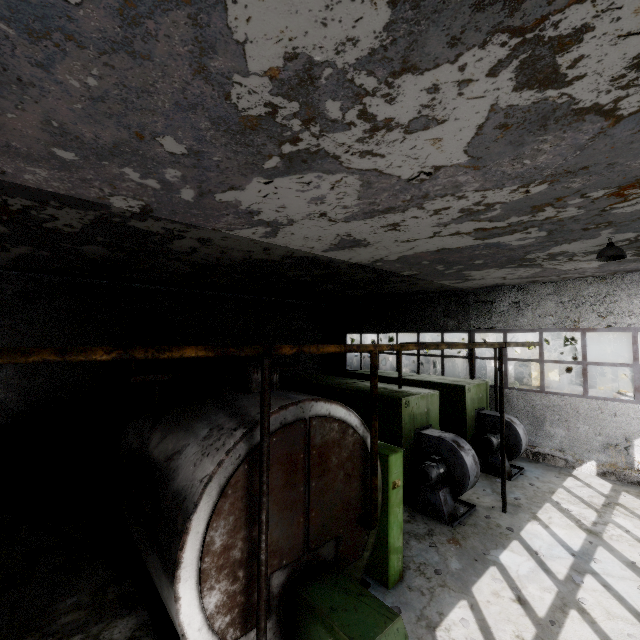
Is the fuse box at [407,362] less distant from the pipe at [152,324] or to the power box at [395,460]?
the pipe at [152,324]

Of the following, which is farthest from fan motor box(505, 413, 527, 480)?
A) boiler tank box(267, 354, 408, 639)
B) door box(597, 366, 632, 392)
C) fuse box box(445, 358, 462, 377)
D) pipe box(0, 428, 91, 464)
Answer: door box(597, 366, 632, 392)

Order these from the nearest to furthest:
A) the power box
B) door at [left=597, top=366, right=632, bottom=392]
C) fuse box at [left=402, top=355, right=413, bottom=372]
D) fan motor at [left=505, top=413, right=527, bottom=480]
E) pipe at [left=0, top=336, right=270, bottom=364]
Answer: pipe at [left=0, top=336, right=270, bottom=364] → the power box → fan motor at [left=505, top=413, right=527, bottom=480] → fuse box at [left=402, top=355, right=413, bottom=372] → door at [left=597, top=366, right=632, bottom=392]

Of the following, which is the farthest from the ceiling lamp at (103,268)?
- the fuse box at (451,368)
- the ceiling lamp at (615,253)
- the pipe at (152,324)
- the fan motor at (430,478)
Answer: the fuse box at (451,368)

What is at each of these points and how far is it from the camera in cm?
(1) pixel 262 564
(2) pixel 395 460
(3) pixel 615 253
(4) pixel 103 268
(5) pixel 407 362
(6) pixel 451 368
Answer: (1) pipe holder, 364
(2) power box, 621
(3) ceiling lamp, 671
(4) ceiling lamp, 897
(5) fuse box, 2667
(6) fuse box, 3156

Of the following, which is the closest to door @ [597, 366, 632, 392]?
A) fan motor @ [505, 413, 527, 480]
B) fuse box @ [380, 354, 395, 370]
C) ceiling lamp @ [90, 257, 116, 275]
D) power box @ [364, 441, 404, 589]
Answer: fuse box @ [380, 354, 395, 370]

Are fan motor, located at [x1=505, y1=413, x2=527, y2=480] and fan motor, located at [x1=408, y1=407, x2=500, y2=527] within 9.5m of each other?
yes

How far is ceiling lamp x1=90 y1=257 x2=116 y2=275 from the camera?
8.9m
